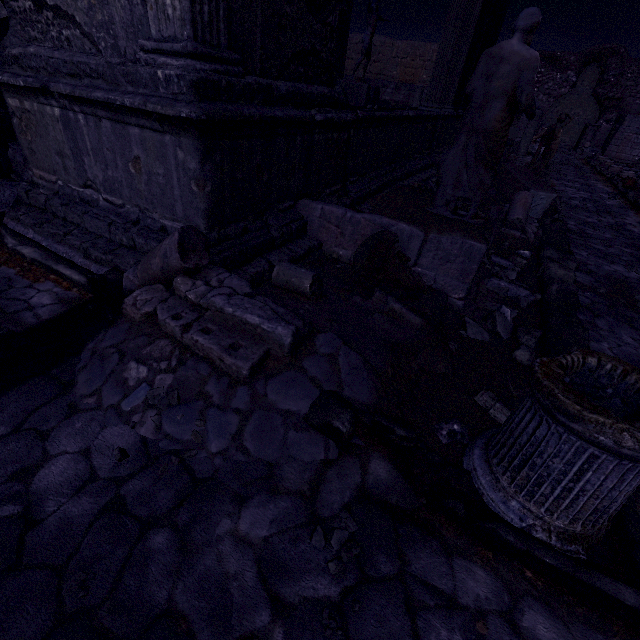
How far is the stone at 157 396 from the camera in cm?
208

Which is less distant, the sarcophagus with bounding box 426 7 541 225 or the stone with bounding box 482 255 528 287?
the sarcophagus with bounding box 426 7 541 225

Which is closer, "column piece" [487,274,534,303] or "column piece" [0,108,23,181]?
"column piece" [487,274,534,303]

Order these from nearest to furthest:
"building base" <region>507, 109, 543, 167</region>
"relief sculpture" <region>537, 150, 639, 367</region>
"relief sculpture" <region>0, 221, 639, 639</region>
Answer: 1. "relief sculpture" <region>0, 221, 639, 639</region>
2. "relief sculpture" <region>537, 150, 639, 367</region>
3. "building base" <region>507, 109, 543, 167</region>

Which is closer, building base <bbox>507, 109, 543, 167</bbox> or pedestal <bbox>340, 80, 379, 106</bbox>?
pedestal <bbox>340, 80, 379, 106</bbox>

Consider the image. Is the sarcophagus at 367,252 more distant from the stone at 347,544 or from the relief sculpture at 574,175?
the stone at 347,544

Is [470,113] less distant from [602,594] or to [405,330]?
[405,330]

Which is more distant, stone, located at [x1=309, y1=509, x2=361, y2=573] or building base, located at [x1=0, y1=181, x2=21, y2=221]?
building base, located at [x1=0, y1=181, x2=21, y2=221]
